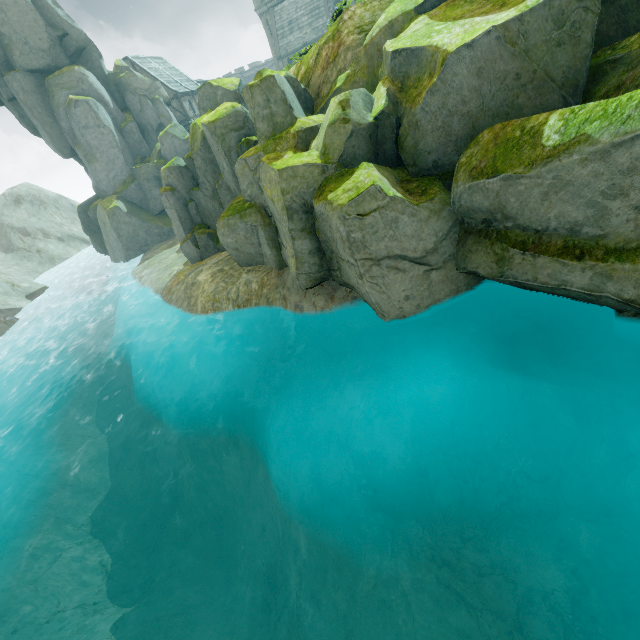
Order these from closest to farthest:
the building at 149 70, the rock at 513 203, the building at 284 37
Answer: the rock at 513 203
the building at 149 70
the building at 284 37

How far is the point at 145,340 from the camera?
19.3m

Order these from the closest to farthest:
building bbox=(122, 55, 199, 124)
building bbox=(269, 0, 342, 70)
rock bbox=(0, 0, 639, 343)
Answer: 1. rock bbox=(0, 0, 639, 343)
2. building bbox=(122, 55, 199, 124)
3. building bbox=(269, 0, 342, 70)

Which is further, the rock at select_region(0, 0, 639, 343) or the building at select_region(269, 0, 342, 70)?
the building at select_region(269, 0, 342, 70)

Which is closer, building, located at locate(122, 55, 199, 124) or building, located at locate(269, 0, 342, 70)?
building, located at locate(122, 55, 199, 124)

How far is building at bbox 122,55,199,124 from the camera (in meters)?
43.62

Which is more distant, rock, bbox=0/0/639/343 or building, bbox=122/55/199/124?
building, bbox=122/55/199/124

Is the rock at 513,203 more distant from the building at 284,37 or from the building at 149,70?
the building at 284,37
